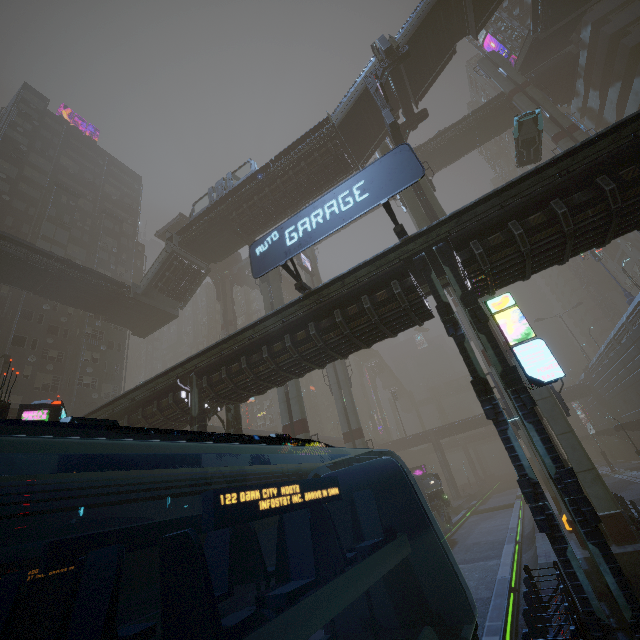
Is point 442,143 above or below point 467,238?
above

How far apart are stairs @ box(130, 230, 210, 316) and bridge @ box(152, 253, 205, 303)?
0.0m

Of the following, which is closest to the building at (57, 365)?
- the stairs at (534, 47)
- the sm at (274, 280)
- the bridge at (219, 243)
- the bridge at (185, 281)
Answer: the bridge at (219, 243)

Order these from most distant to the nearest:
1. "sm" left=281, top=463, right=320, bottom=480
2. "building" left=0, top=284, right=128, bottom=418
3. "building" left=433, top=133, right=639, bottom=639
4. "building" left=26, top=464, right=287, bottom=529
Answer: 1. "building" left=0, top=284, right=128, bottom=418
2. "sm" left=281, top=463, right=320, bottom=480
3. "building" left=26, top=464, right=287, bottom=529
4. "building" left=433, top=133, right=639, bottom=639

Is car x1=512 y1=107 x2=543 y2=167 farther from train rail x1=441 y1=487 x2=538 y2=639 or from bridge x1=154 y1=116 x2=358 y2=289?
train rail x1=441 y1=487 x2=538 y2=639

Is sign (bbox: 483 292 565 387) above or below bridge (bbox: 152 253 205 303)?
below

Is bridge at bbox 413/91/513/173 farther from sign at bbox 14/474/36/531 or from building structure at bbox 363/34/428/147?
sign at bbox 14/474/36/531

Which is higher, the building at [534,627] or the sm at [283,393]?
the sm at [283,393]
